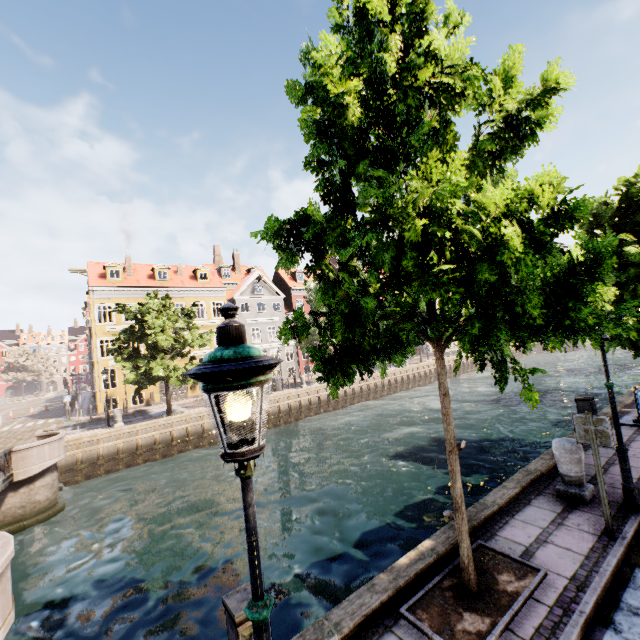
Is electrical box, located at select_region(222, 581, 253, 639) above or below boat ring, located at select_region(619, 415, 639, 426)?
above

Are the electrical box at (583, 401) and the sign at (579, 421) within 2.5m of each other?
no

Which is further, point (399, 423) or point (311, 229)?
point (399, 423)

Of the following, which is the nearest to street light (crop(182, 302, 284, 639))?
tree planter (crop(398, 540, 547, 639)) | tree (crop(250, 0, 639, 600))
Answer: tree (crop(250, 0, 639, 600))

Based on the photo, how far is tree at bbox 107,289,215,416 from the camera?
20.25m

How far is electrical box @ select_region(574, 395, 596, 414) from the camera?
8.7 meters

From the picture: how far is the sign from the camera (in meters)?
5.06

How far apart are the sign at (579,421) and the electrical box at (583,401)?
4.45m
